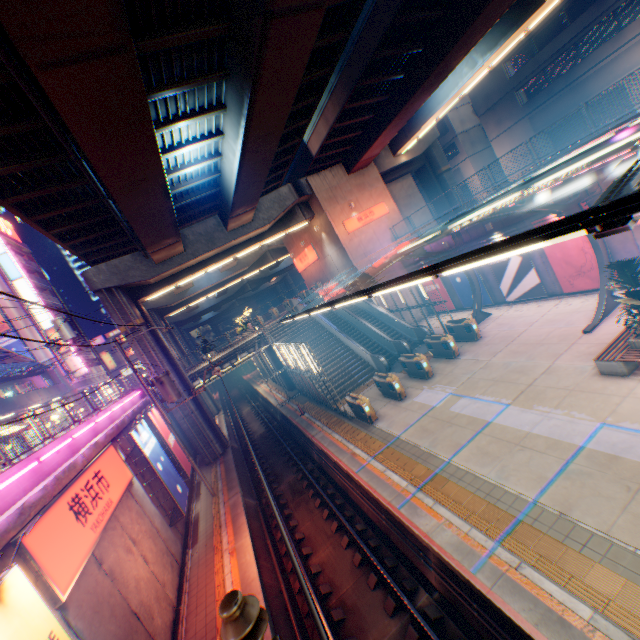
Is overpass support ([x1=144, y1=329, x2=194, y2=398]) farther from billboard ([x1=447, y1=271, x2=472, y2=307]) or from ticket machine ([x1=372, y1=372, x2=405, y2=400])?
ticket machine ([x1=372, y1=372, x2=405, y2=400])

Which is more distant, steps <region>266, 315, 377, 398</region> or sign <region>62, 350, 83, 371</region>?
sign <region>62, 350, 83, 371</region>

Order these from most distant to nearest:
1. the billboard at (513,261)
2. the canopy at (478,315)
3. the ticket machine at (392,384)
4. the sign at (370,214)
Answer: the sign at (370,214), the canopy at (478,315), the billboard at (513,261), the ticket machine at (392,384)

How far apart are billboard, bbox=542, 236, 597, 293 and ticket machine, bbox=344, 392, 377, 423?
12.2 meters

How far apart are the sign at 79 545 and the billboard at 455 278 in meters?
22.0 m

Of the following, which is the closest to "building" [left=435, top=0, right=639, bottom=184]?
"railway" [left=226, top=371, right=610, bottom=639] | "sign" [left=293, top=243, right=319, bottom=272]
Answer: "sign" [left=293, top=243, right=319, bottom=272]

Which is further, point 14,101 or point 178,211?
point 178,211

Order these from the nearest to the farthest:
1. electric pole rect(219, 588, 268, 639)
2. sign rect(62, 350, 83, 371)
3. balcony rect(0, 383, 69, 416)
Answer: electric pole rect(219, 588, 268, 639) → balcony rect(0, 383, 69, 416) → sign rect(62, 350, 83, 371)
